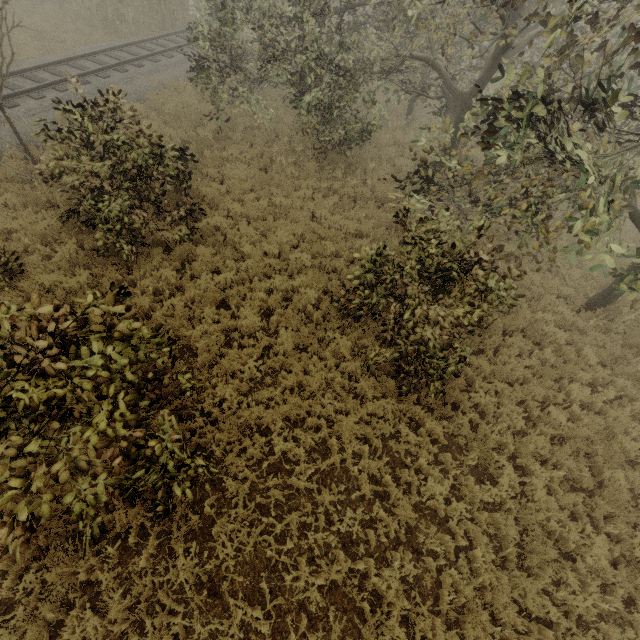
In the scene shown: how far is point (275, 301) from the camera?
8.3 meters

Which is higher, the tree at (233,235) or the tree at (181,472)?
the tree at (181,472)

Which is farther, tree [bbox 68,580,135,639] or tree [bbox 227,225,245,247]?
tree [bbox 227,225,245,247]

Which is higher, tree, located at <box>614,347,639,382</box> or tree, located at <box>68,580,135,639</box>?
tree, located at <box>614,347,639,382</box>

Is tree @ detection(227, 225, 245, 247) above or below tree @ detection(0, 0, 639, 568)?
below

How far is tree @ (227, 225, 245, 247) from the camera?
9.56m

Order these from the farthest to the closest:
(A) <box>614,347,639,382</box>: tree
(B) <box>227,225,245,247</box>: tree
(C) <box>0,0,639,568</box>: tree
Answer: (B) <box>227,225,245,247</box>: tree < (A) <box>614,347,639,382</box>: tree < (C) <box>0,0,639,568</box>: tree
